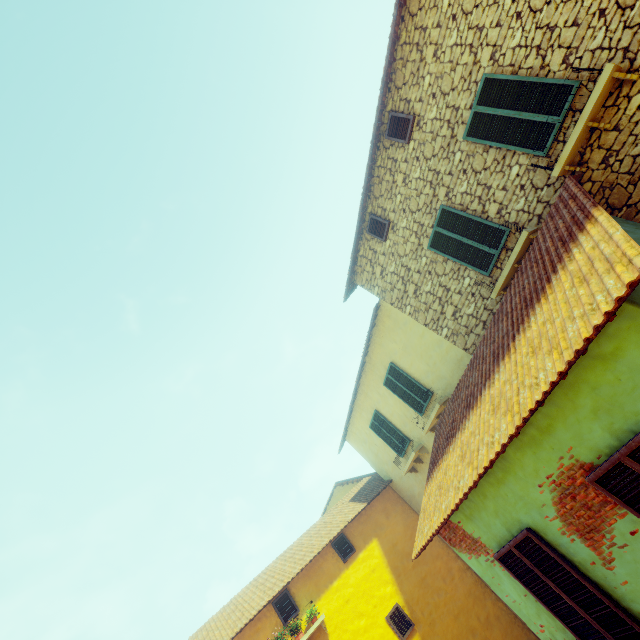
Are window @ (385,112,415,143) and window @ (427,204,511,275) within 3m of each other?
yes

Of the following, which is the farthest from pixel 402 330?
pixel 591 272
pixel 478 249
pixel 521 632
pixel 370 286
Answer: pixel 521 632

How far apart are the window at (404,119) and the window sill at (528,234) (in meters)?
3.37

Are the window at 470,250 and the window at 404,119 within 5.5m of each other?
yes

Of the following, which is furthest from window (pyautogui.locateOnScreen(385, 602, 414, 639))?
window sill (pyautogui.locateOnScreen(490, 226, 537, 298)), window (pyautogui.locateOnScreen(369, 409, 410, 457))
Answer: window sill (pyautogui.locateOnScreen(490, 226, 537, 298))

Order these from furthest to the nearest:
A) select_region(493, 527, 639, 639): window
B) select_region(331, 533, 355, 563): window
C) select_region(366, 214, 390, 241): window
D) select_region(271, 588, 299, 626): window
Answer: select_region(331, 533, 355, 563): window < select_region(271, 588, 299, 626): window < select_region(366, 214, 390, 241): window < select_region(493, 527, 639, 639): window

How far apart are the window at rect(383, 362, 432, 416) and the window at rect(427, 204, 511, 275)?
4.0m

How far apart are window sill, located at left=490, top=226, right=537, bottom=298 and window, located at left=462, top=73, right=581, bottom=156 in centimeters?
125cm
